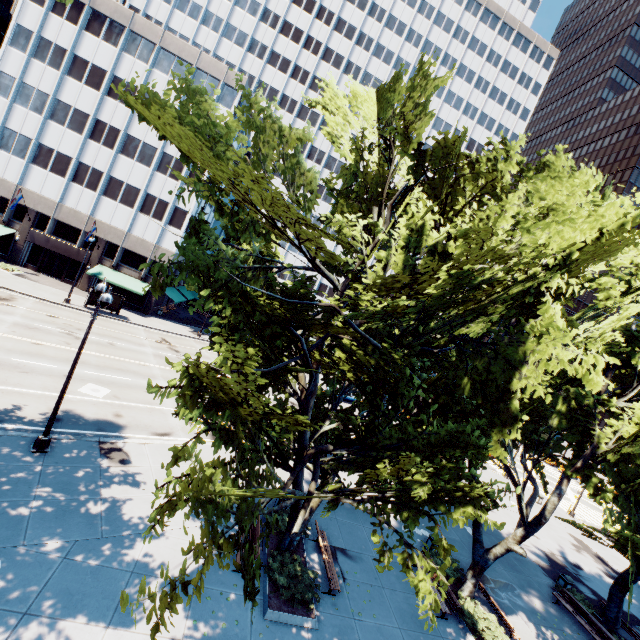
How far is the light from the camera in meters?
12.3 m

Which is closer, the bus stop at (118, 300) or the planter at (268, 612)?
the planter at (268, 612)

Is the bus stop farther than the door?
No

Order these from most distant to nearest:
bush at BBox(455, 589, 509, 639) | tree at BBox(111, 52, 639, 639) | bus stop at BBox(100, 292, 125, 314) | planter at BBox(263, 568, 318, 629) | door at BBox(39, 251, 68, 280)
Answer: door at BBox(39, 251, 68, 280)
bus stop at BBox(100, 292, 125, 314)
bush at BBox(455, 589, 509, 639)
planter at BBox(263, 568, 318, 629)
tree at BBox(111, 52, 639, 639)

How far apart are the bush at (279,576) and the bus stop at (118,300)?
32.26m

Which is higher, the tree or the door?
the tree

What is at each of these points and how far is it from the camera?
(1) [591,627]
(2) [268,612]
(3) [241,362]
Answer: (1) bench, 16.6m
(2) planter, 10.6m
(3) tree, 5.7m

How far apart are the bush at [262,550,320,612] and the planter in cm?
15
